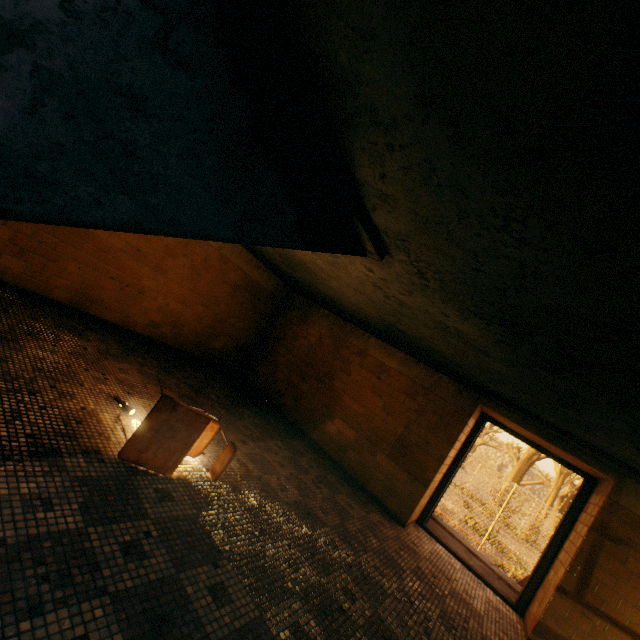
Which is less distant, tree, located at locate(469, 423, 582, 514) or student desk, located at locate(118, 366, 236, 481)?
student desk, located at locate(118, 366, 236, 481)

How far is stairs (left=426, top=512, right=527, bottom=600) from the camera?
5.4m

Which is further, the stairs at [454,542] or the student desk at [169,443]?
the stairs at [454,542]

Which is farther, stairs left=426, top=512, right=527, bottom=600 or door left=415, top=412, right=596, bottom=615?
stairs left=426, top=512, right=527, bottom=600

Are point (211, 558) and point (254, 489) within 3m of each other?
yes

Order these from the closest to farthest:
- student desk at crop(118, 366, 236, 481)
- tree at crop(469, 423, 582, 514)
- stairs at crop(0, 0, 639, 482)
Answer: stairs at crop(0, 0, 639, 482) < student desk at crop(118, 366, 236, 481) < tree at crop(469, 423, 582, 514)

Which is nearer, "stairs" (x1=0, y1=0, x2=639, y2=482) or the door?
"stairs" (x1=0, y1=0, x2=639, y2=482)

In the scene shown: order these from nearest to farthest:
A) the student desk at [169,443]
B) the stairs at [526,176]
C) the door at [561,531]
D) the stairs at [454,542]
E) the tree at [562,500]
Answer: the stairs at [526,176] < the student desk at [169,443] < the door at [561,531] < the stairs at [454,542] < the tree at [562,500]
